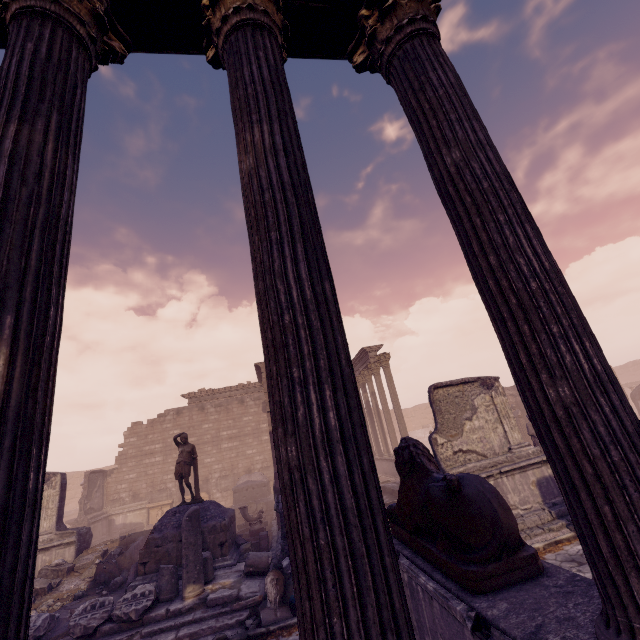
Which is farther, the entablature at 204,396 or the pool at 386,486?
the entablature at 204,396

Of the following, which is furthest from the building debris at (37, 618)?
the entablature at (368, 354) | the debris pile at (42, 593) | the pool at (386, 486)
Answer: the entablature at (368, 354)

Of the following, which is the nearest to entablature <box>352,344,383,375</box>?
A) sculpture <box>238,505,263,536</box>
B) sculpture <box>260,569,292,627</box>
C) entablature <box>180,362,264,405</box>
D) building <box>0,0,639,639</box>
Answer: entablature <box>180,362,264,405</box>

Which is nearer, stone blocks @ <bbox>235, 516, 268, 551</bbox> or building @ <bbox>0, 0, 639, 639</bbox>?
building @ <bbox>0, 0, 639, 639</bbox>

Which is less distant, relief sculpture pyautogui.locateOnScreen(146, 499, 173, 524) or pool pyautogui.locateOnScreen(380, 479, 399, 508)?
pool pyautogui.locateOnScreen(380, 479, 399, 508)

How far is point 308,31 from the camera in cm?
313

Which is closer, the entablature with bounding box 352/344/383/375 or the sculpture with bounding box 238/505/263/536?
the sculpture with bounding box 238/505/263/536

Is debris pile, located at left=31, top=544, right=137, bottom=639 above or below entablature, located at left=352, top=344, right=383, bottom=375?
below
